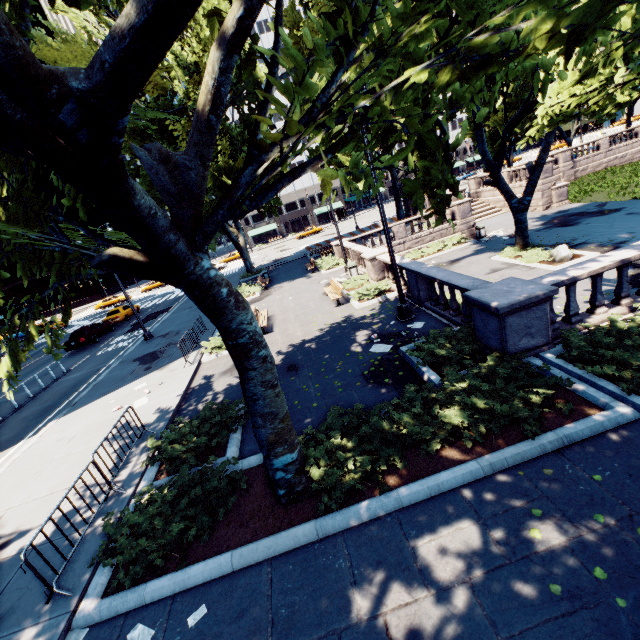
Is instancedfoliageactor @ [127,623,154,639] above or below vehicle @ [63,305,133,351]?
below

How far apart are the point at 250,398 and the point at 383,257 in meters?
11.9

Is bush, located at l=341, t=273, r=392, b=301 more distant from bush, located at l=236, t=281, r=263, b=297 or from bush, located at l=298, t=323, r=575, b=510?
bush, located at l=236, t=281, r=263, b=297

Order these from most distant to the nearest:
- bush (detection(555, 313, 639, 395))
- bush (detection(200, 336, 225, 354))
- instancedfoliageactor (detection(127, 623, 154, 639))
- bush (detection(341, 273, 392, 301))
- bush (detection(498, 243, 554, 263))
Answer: bush (detection(498, 243, 554, 263)), bush (detection(341, 273, 392, 301)), bush (detection(200, 336, 225, 354)), bush (detection(555, 313, 639, 395)), instancedfoliageactor (detection(127, 623, 154, 639))

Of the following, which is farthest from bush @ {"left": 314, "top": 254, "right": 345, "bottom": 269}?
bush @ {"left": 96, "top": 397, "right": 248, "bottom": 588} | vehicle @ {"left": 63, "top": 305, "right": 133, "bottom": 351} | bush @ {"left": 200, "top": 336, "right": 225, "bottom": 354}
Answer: vehicle @ {"left": 63, "top": 305, "right": 133, "bottom": 351}

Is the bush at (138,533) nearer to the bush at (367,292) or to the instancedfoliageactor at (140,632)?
the instancedfoliageactor at (140,632)

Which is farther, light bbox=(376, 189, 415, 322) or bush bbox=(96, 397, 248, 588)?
light bbox=(376, 189, 415, 322)

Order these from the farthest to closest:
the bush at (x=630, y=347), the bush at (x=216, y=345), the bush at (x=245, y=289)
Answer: the bush at (x=245, y=289) → the bush at (x=216, y=345) → the bush at (x=630, y=347)
